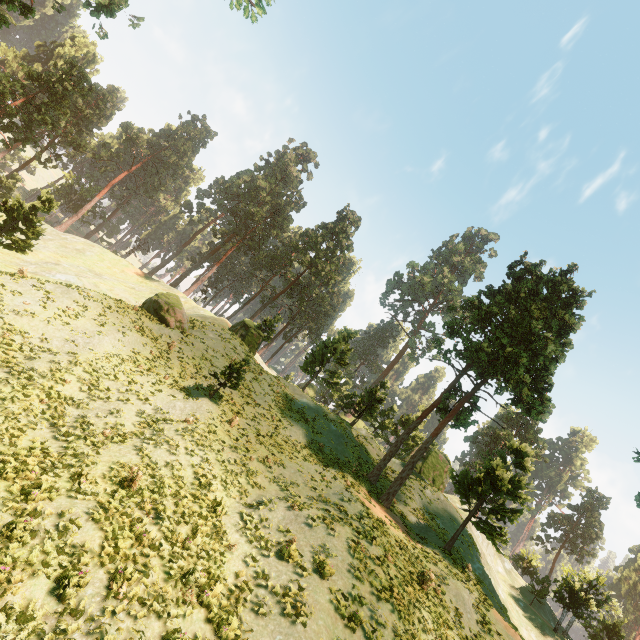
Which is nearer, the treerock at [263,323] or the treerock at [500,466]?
the treerock at [500,466]

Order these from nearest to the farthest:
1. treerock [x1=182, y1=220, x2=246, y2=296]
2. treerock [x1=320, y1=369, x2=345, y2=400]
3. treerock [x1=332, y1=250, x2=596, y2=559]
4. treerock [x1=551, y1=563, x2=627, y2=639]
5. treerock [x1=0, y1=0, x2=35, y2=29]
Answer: treerock [x1=332, y1=250, x2=596, y2=559]
treerock [x1=0, y1=0, x2=35, y2=29]
treerock [x1=551, y1=563, x2=627, y2=639]
treerock [x1=320, y1=369, x2=345, y2=400]
treerock [x1=182, y1=220, x2=246, y2=296]

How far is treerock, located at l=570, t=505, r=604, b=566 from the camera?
57.19m

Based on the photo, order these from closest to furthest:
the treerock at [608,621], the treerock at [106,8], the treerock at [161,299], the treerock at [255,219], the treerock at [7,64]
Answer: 1. the treerock at [7,64]
2. the treerock at [106,8]
3. the treerock at [161,299]
4. the treerock at [608,621]
5. the treerock at [255,219]

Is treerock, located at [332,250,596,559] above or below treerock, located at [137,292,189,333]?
above

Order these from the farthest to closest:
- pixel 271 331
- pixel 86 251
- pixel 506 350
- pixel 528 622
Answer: pixel 86 251 < pixel 271 331 < pixel 528 622 < pixel 506 350

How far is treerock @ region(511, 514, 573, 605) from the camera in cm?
3438
